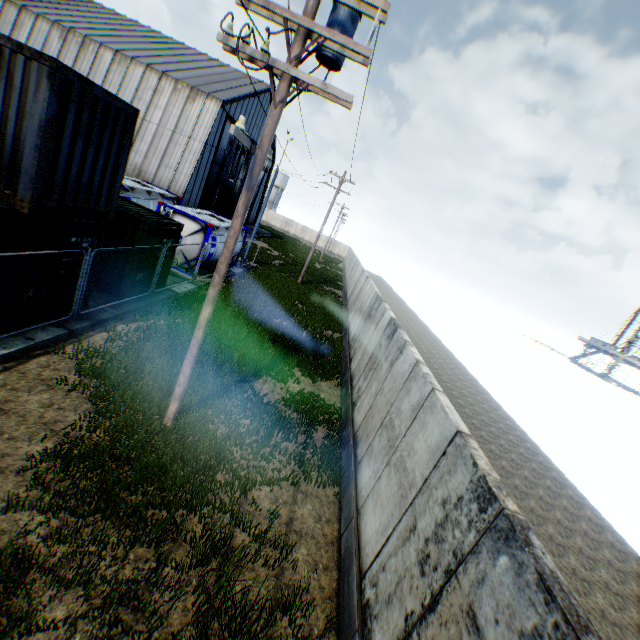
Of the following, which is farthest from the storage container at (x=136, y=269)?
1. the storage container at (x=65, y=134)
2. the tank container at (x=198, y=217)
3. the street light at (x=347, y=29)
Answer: the street light at (x=347, y=29)

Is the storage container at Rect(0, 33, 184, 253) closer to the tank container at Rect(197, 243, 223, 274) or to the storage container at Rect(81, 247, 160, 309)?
the storage container at Rect(81, 247, 160, 309)

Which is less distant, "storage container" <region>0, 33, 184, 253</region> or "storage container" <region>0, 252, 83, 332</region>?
"storage container" <region>0, 33, 184, 253</region>

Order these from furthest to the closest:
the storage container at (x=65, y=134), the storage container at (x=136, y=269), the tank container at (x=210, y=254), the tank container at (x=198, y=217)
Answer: the tank container at (x=210, y=254)
the tank container at (x=198, y=217)
the storage container at (x=136, y=269)
the storage container at (x=65, y=134)

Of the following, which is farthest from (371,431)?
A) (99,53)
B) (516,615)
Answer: (99,53)

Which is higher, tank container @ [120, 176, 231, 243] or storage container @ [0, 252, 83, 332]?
tank container @ [120, 176, 231, 243]

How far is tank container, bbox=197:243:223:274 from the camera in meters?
17.3

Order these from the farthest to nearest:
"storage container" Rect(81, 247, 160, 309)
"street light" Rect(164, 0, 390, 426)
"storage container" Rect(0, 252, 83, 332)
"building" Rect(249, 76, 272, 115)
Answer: "building" Rect(249, 76, 272, 115) → "storage container" Rect(81, 247, 160, 309) → "storage container" Rect(0, 252, 83, 332) → "street light" Rect(164, 0, 390, 426)
